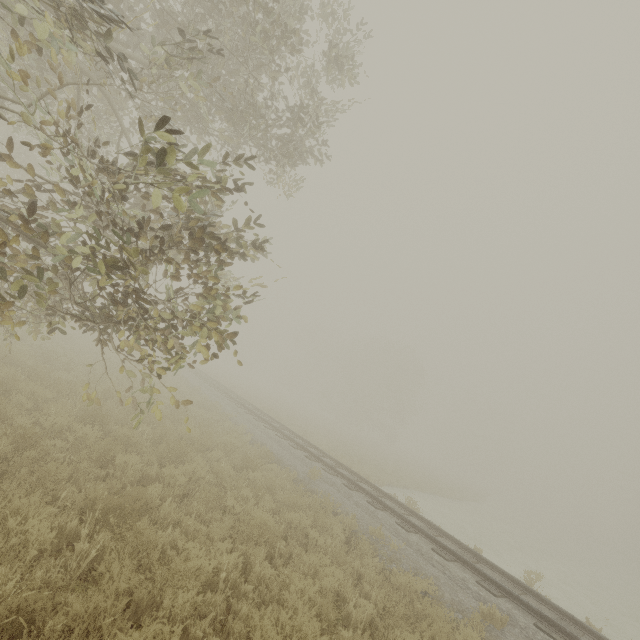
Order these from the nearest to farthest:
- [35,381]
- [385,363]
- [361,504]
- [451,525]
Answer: [35,381]
[361,504]
[451,525]
[385,363]
